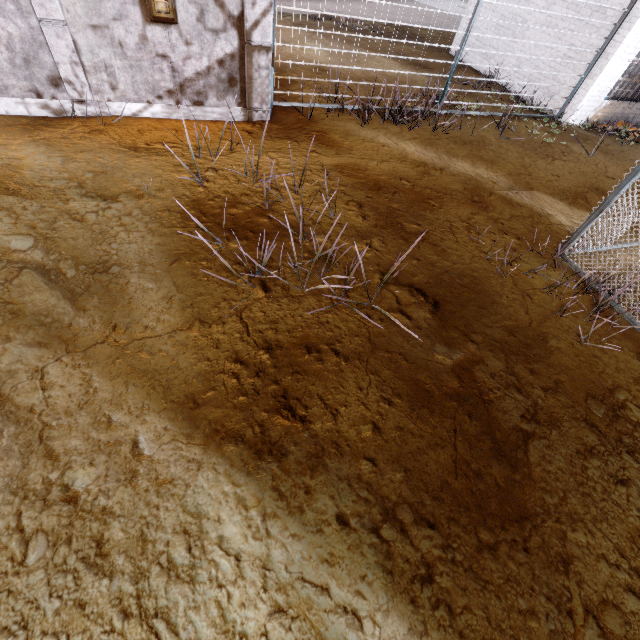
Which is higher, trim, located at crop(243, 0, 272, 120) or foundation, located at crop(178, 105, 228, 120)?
trim, located at crop(243, 0, 272, 120)

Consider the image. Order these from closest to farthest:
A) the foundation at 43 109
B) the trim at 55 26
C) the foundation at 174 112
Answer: the trim at 55 26 < the foundation at 43 109 < the foundation at 174 112

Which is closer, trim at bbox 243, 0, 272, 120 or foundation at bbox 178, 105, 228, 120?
trim at bbox 243, 0, 272, 120

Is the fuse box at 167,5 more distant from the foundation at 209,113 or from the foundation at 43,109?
the foundation at 43,109

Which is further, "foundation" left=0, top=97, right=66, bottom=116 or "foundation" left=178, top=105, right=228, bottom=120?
"foundation" left=178, top=105, right=228, bottom=120

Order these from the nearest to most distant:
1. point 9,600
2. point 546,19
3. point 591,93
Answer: point 9,600 < point 591,93 < point 546,19

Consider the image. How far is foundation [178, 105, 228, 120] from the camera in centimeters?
593cm

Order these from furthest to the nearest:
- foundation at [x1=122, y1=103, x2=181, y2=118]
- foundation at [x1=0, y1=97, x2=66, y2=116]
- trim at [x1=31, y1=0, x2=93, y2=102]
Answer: foundation at [x1=122, y1=103, x2=181, y2=118]
foundation at [x1=0, y1=97, x2=66, y2=116]
trim at [x1=31, y1=0, x2=93, y2=102]
